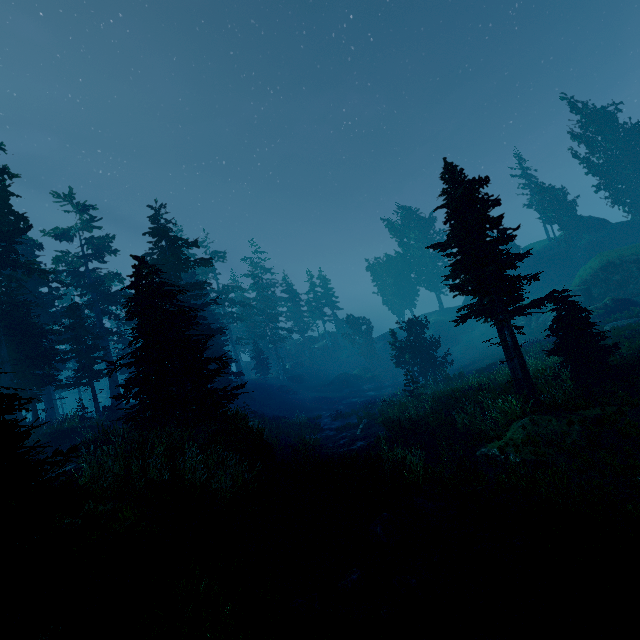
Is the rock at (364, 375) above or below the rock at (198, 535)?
below

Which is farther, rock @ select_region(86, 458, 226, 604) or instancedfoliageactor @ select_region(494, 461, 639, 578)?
instancedfoliageactor @ select_region(494, 461, 639, 578)

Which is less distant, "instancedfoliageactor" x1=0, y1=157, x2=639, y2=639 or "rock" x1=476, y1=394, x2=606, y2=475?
"instancedfoliageactor" x1=0, y1=157, x2=639, y2=639

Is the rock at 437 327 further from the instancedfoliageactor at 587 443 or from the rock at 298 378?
the rock at 298 378

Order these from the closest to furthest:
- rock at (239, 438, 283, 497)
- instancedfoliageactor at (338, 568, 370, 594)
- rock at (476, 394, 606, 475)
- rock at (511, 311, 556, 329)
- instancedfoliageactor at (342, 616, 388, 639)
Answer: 1. instancedfoliageactor at (342, 616, 388, 639)
2. instancedfoliageactor at (338, 568, 370, 594)
3. rock at (476, 394, 606, 475)
4. rock at (239, 438, 283, 497)
5. rock at (511, 311, 556, 329)

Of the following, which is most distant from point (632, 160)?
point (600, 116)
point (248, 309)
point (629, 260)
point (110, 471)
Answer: point (110, 471)

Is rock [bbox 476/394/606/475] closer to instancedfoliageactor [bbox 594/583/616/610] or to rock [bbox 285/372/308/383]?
instancedfoliageactor [bbox 594/583/616/610]

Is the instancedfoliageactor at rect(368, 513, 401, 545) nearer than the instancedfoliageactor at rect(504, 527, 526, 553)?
No
